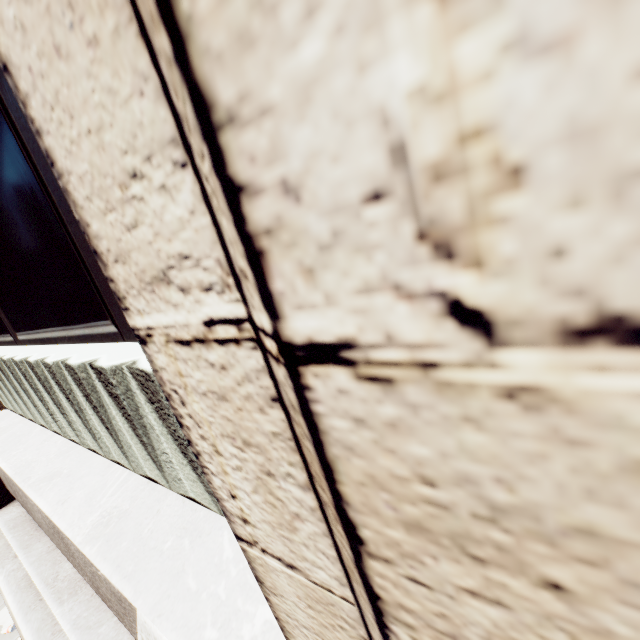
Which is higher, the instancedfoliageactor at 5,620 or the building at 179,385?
the building at 179,385

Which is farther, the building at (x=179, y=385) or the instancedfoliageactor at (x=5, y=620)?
the instancedfoliageactor at (x=5, y=620)

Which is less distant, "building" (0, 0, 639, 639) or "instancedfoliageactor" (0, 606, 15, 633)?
"building" (0, 0, 639, 639)

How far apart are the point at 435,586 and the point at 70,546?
3.0m

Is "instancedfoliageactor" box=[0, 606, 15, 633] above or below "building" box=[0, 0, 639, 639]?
below
